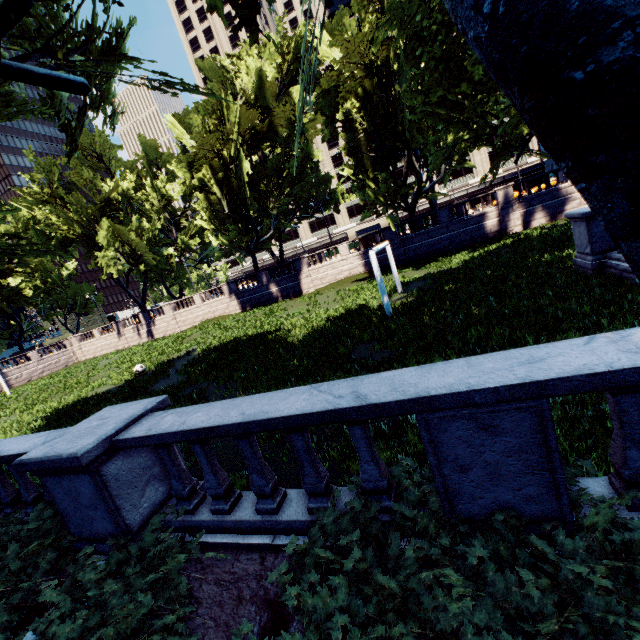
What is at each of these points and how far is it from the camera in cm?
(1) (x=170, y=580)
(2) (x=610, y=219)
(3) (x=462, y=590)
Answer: (1) bush, 336
(2) tree, 147
(3) bush, 216

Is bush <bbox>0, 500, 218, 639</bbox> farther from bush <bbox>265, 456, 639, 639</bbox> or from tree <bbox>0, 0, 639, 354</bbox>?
tree <bbox>0, 0, 639, 354</bbox>

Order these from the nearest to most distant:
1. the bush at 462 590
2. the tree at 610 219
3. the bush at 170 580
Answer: the tree at 610 219 < the bush at 462 590 < the bush at 170 580

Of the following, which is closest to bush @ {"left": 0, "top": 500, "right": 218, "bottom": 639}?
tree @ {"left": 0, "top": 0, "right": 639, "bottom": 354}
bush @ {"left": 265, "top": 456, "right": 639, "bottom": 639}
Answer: bush @ {"left": 265, "top": 456, "right": 639, "bottom": 639}

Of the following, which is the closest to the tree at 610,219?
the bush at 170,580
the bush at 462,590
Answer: the bush at 462,590

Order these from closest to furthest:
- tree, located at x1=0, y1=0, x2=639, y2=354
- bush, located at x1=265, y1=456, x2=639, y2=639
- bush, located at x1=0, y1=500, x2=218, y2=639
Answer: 1. tree, located at x1=0, y1=0, x2=639, y2=354
2. bush, located at x1=265, y1=456, x2=639, y2=639
3. bush, located at x1=0, y1=500, x2=218, y2=639

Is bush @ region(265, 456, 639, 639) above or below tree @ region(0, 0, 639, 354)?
below
